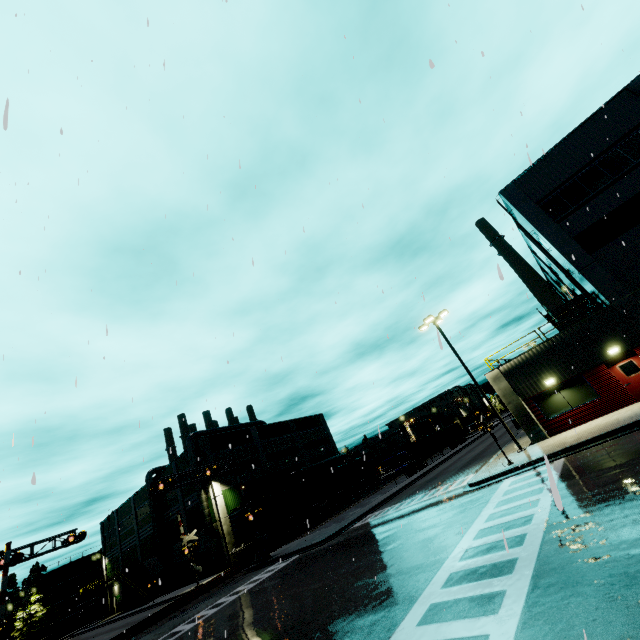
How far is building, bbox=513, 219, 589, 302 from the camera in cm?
2617

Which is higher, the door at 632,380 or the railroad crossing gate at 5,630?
the railroad crossing gate at 5,630

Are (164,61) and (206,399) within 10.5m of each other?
yes

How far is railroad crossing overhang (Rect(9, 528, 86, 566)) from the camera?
24.7 meters

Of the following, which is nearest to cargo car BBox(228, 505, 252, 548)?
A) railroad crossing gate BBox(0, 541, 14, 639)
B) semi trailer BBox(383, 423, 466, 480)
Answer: semi trailer BBox(383, 423, 466, 480)

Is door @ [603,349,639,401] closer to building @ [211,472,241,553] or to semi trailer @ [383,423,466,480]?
building @ [211,472,241,553]

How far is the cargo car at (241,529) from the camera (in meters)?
34.22

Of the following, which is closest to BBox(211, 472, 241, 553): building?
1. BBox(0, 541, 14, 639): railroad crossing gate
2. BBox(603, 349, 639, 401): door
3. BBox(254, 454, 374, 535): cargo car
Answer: BBox(603, 349, 639, 401): door
